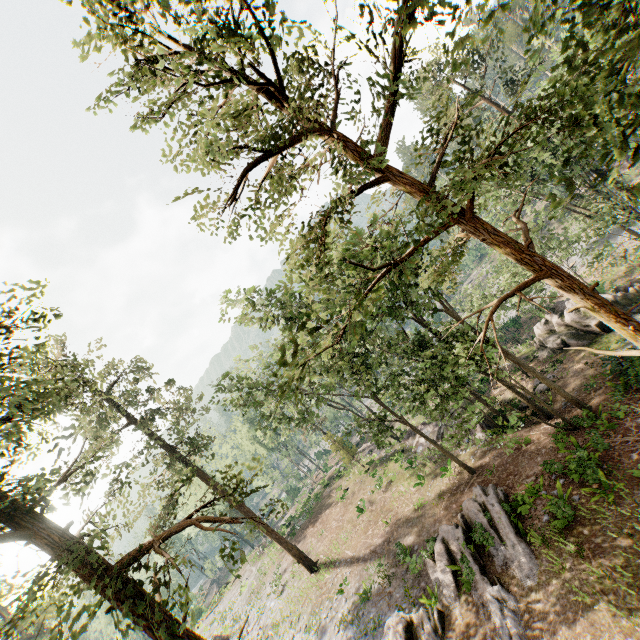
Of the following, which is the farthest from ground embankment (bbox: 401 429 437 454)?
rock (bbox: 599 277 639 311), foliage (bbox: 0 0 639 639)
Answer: rock (bbox: 599 277 639 311)

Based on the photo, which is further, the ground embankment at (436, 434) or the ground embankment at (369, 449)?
the ground embankment at (369, 449)

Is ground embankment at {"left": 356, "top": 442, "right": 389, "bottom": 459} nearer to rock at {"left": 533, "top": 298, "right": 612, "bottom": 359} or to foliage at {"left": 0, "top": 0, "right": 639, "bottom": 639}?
foliage at {"left": 0, "top": 0, "right": 639, "bottom": 639}

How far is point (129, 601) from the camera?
7.7m

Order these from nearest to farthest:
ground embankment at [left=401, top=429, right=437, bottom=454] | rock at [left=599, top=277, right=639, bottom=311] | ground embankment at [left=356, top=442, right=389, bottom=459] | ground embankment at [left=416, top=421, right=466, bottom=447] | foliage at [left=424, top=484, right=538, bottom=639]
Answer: foliage at [left=424, top=484, right=538, bottom=639], rock at [left=599, top=277, right=639, bottom=311], ground embankment at [left=416, top=421, right=466, bottom=447], ground embankment at [left=401, top=429, right=437, bottom=454], ground embankment at [left=356, top=442, right=389, bottom=459]

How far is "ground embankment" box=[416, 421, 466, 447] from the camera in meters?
26.4 m

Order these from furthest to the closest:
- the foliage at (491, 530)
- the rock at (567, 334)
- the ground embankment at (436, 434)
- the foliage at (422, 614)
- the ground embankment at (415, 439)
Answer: the ground embankment at (415, 439) → the ground embankment at (436, 434) → the rock at (567, 334) → the foliage at (422, 614) → the foliage at (491, 530)
